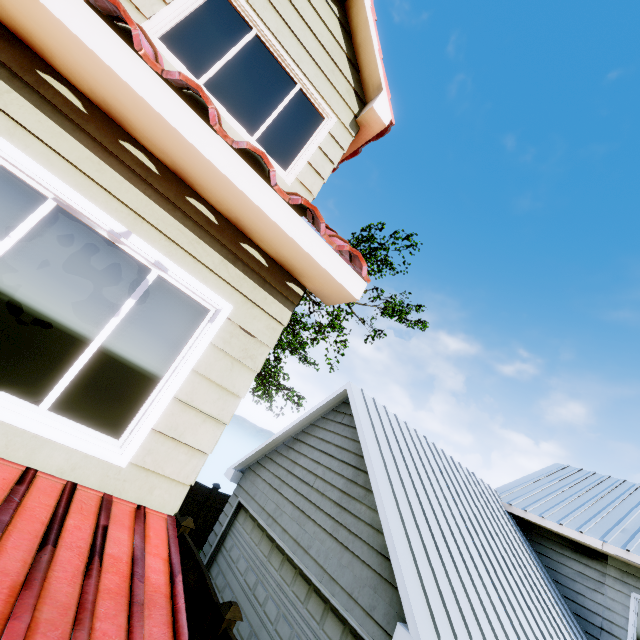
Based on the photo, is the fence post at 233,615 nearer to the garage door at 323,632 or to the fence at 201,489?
the fence at 201,489

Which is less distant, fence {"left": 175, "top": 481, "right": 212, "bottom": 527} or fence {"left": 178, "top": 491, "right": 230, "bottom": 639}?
fence {"left": 178, "top": 491, "right": 230, "bottom": 639}

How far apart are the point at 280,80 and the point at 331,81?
0.64m

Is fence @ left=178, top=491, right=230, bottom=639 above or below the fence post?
below

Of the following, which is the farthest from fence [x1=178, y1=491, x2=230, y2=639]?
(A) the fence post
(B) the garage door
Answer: (B) the garage door

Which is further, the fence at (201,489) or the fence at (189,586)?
the fence at (201,489)
